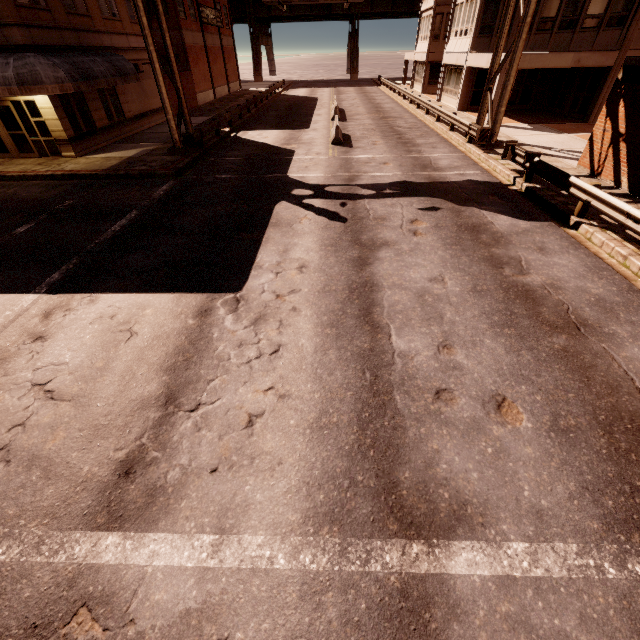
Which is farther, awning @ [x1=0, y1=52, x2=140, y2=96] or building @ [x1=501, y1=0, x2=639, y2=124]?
building @ [x1=501, y1=0, x2=639, y2=124]

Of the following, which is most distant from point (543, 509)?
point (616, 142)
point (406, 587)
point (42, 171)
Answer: point (42, 171)

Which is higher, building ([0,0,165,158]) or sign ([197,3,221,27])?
sign ([197,3,221,27])

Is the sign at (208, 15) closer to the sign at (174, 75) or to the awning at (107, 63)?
the awning at (107, 63)

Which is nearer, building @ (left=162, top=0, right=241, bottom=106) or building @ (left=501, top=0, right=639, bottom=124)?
building @ (left=501, top=0, right=639, bottom=124)

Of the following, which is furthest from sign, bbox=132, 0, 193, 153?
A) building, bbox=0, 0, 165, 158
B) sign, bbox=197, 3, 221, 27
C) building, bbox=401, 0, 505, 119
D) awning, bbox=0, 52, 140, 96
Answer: sign, bbox=197, 3, 221, 27

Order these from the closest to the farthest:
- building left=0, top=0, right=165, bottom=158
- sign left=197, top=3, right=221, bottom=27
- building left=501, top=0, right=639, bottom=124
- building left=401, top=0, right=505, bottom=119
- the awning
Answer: Result:
the awning
building left=0, top=0, right=165, bottom=158
building left=501, top=0, right=639, bottom=124
building left=401, top=0, right=505, bottom=119
sign left=197, top=3, right=221, bottom=27

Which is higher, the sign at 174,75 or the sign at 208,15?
the sign at 208,15
